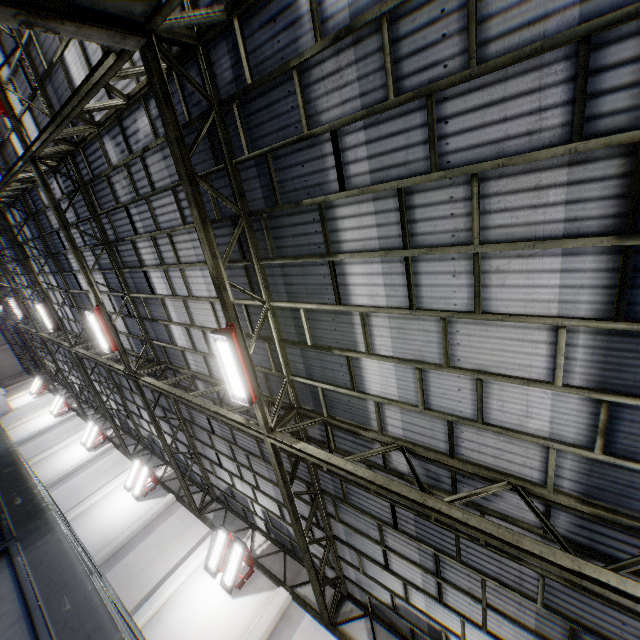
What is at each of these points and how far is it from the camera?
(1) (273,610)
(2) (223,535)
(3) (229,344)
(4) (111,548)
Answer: (1) cement column, 10.5m
(2) light, 12.4m
(3) light, 6.0m
(4) cement column, 13.8m

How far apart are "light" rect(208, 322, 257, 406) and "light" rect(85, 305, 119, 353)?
7.0 meters

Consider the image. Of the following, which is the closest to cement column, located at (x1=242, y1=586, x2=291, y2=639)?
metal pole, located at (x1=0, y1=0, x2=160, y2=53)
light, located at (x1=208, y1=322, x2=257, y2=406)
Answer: light, located at (x1=208, y1=322, x2=257, y2=406)

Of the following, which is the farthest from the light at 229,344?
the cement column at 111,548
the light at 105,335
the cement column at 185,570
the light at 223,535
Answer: the cement column at 111,548

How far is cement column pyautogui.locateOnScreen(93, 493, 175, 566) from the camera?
13.58m

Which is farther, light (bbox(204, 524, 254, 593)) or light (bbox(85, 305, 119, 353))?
light (bbox(204, 524, 254, 593))

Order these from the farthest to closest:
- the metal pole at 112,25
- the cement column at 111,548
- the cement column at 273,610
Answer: the cement column at 111,548 < the cement column at 273,610 < the metal pole at 112,25

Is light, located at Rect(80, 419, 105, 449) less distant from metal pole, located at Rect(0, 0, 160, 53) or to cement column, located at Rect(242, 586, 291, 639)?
cement column, located at Rect(242, 586, 291, 639)
